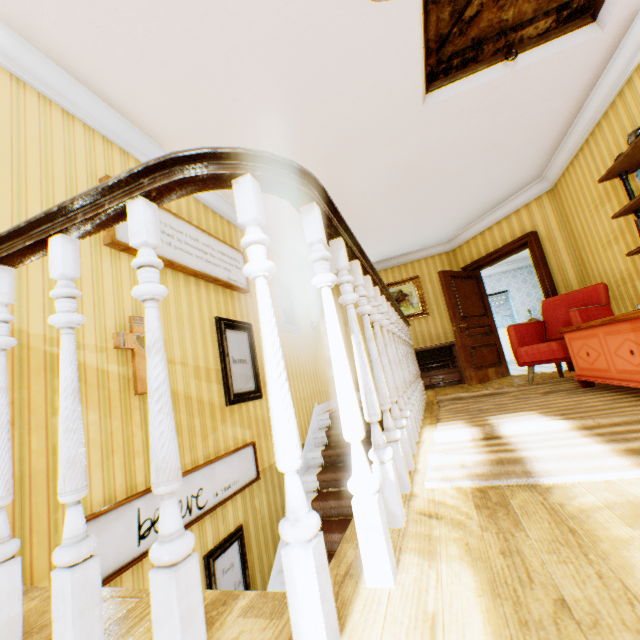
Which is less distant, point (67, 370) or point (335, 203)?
point (67, 370)

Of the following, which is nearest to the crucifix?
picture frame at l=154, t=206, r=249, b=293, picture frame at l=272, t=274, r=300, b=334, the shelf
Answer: picture frame at l=154, t=206, r=249, b=293

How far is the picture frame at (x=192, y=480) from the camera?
2.7m

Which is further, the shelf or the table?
the shelf

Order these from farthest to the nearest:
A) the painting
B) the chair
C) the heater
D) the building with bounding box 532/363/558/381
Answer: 1. the painting
2. the heater
3. the building with bounding box 532/363/558/381
4. the chair

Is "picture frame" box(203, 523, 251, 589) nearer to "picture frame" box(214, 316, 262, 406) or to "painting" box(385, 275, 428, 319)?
"picture frame" box(214, 316, 262, 406)

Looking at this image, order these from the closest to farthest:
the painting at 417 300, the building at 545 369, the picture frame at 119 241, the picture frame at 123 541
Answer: the picture frame at 123 541 → the picture frame at 119 241 → the building at 545 369 → the painting at 417 300

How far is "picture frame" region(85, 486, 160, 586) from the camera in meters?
2.0
